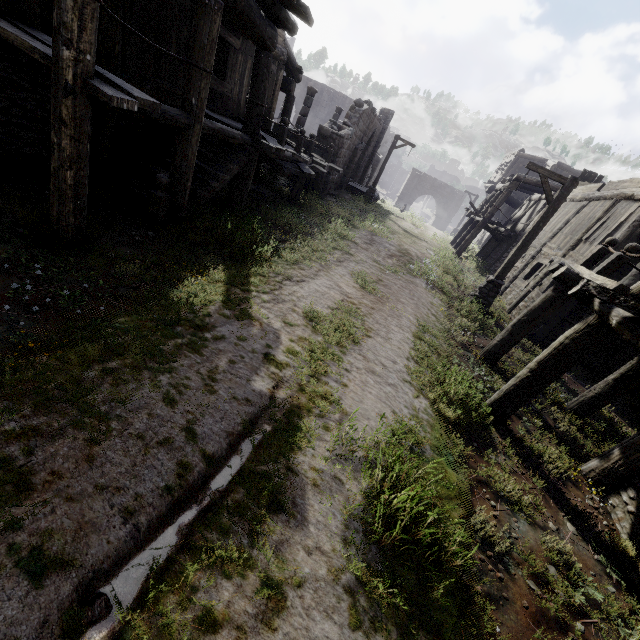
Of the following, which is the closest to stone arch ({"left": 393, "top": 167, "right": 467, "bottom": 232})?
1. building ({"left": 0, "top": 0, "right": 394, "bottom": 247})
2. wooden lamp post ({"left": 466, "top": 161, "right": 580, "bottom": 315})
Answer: building ({"left": 0, "top": 0, "right": 394, "bottom": 247})

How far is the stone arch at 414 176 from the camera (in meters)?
40.31

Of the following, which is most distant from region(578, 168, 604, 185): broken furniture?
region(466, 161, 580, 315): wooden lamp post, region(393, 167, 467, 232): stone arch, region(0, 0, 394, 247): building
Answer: region(393, 167, 467, 232): stone arch

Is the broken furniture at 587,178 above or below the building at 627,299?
above

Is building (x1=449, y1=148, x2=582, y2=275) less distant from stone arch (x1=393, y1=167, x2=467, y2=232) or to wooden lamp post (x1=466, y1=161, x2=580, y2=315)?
stone arch (x1=393, y1=167, x2=467, y2=232)

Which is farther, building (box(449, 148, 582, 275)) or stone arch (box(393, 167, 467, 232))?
stone arch (box(393, 167, 467, 232))

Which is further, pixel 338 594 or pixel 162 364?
pixel 162 364

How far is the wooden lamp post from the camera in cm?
970
